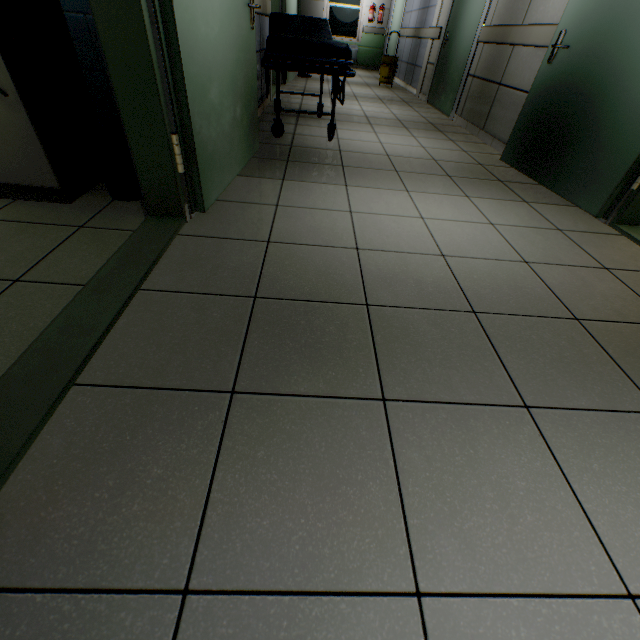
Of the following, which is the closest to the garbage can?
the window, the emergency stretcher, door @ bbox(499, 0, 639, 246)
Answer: the emergency stretcher

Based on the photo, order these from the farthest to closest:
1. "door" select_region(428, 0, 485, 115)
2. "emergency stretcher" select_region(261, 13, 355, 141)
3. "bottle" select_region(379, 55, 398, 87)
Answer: "bottle" select_region(379, 55, 398, 87) → "door" select_region(428, 0, 485, 115) → "emergency stretcher" select_region(261, 13, 355, 141)

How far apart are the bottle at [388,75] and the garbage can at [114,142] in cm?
784

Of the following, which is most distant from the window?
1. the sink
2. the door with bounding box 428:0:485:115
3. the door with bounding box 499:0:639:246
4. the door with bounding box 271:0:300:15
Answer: the sink

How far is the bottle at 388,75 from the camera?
7.60m

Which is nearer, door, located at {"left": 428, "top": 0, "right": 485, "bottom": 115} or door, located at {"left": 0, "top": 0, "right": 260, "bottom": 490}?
door, located at {"left": 0, "top": 0, "right": 260, "bottom": 490}

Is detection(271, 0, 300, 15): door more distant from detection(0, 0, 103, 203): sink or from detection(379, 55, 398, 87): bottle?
detection(0, 0, 103, 203): sink

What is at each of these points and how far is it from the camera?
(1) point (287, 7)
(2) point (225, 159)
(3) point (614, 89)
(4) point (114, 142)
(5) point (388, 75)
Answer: (1) door, 5.75m
(2) door, 2.13m
(3) door, 2.30m
(4) garbage can, 1.75m
(5) bottle, 7.68m
